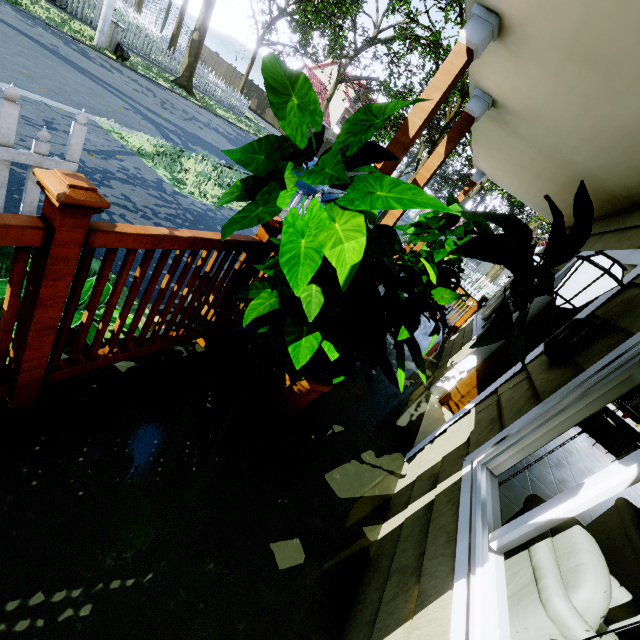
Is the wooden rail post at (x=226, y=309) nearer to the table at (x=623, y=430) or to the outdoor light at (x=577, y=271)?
the outdoor light at (x=577, y=271)

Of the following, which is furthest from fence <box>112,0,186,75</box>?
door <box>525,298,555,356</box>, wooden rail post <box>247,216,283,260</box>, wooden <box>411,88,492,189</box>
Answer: door <box>525,298,555,356</box>

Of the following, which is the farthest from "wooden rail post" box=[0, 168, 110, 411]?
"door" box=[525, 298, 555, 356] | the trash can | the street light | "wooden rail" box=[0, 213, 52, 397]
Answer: the trash can

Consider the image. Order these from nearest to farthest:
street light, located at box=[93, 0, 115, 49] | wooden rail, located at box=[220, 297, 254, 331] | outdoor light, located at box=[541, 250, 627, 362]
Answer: outdoor light, located at box=[541, 250, 627, 362], wooden rail, located at box=[220, 297, 254, 331], street light, located at box=[93, 0, 115, 49]

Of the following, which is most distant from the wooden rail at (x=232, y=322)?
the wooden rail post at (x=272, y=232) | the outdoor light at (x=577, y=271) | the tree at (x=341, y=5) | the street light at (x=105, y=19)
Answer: the street light at (x=105, y=19)

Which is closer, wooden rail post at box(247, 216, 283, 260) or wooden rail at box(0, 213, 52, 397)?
wooden rail at box(0, 213, 52, 397)

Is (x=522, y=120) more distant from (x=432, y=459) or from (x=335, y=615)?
(x=335, y=615)

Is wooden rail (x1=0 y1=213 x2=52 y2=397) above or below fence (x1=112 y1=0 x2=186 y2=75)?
above
